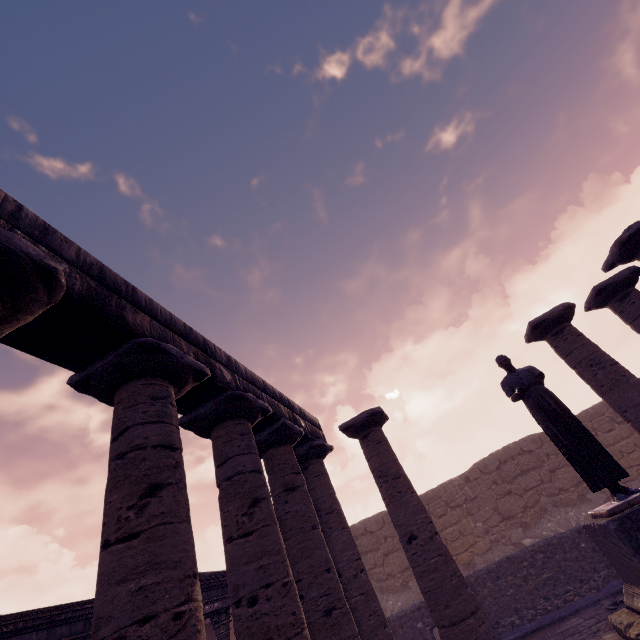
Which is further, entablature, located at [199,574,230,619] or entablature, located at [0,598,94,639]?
entablature, located at [199,574,230,619]

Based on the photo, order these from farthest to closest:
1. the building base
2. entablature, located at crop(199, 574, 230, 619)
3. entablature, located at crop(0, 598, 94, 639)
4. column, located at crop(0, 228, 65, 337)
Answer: entablature, located at crop(199, 574, 230, 619), the building base, entablature, located at crop(0, 598, 94, 639), column, located at crop(0, 228, 65, 337)

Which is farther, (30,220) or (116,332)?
(116,332)

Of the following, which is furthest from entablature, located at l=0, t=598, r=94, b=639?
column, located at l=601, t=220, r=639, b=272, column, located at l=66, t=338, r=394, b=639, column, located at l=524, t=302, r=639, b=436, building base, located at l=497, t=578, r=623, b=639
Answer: column, located at l=601, t=220, r=639, b=272

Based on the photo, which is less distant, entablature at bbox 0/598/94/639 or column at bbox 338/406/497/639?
entablature at bbox 0/598/94/639

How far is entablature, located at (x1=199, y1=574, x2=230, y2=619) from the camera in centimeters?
842cm

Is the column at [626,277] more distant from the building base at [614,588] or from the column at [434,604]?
the column at [434,604]

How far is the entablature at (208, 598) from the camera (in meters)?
8.42
